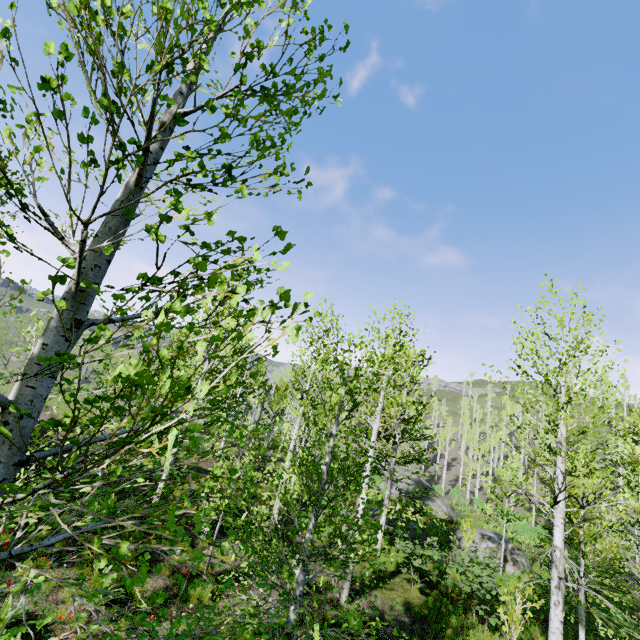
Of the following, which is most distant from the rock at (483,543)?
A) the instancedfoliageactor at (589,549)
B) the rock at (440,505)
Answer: the rock at (440,505)

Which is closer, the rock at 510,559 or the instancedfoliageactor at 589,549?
the instancedfoliageactor at 589,549

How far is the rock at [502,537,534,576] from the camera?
16.9 meters

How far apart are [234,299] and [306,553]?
4.76m

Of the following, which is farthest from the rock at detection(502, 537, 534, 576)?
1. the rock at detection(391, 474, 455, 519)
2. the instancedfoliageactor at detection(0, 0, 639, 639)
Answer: the rock at detection(391, 474, 455, 519)

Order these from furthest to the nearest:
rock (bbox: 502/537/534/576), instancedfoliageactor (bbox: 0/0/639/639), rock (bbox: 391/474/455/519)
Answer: rock (bbox: 391/474/455/519)
rock (bbox: 502/537/534/576)
instancedfoliageactor (bbox: 0/0/639/639)
